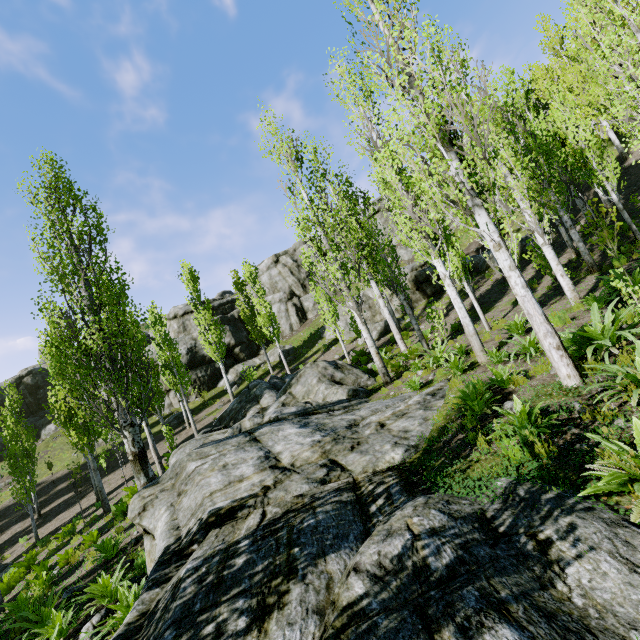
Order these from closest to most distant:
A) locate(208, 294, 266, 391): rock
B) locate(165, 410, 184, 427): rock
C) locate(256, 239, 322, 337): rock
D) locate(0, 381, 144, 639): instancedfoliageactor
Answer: locate(0, 381, 144, 639): instancedfoliageactor
locate(165, 410, 184, 427): rock
locate(208, 294, 266, 391): rock
locate(256, 239, 322, 337): rock

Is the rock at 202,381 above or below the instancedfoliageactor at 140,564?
above

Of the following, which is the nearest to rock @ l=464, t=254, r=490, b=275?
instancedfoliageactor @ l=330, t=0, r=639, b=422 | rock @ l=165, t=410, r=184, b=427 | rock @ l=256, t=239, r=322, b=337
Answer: instancedfoliageactor @ l=330, t=0, r=639, b=422

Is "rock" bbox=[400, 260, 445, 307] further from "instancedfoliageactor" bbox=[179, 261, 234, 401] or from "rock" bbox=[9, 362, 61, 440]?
"rock" bbox=[9, 362, 61, 440]

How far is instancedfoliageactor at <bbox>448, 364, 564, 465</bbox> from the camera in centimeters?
425cm

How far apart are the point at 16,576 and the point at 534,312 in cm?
1950

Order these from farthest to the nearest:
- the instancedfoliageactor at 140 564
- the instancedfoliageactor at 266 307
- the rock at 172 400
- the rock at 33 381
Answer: the rock at 33 381, the rock at 172 400, the instancedfoliageactor at 266 307, the instancedfoliageactor at 140 564

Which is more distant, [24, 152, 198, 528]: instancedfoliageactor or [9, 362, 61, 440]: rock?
[9, 362, 61, 440]: rock
